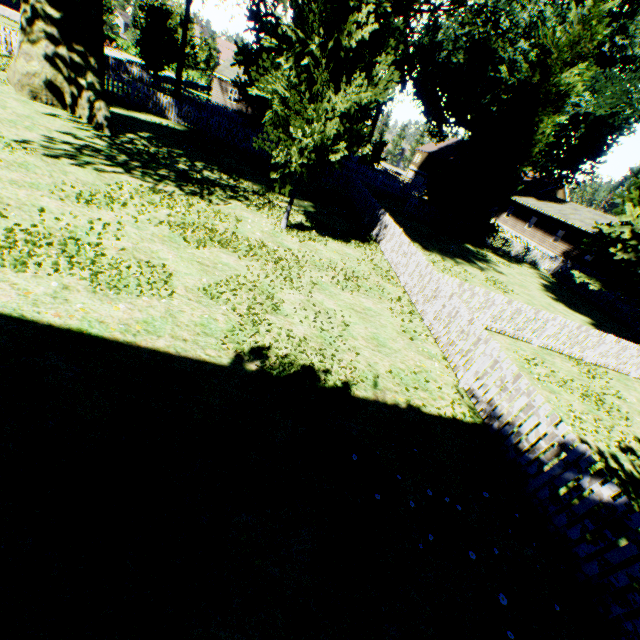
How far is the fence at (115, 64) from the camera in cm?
1991

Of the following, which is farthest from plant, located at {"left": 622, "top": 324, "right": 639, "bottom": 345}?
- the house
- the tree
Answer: the house

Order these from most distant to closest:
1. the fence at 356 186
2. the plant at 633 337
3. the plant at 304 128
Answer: the plant at 633 337
the plant at 304 128
the fence at 356 186

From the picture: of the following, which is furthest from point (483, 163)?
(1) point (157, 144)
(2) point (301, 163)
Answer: (1) point (157, 144)

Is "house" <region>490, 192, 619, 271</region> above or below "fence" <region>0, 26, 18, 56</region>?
above

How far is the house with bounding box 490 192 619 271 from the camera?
33.50m

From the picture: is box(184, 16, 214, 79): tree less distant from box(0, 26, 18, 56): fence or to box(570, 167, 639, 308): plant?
box(0, 26, 18, 56): fence

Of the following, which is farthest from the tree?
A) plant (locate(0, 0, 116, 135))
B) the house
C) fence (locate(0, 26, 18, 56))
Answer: the house
